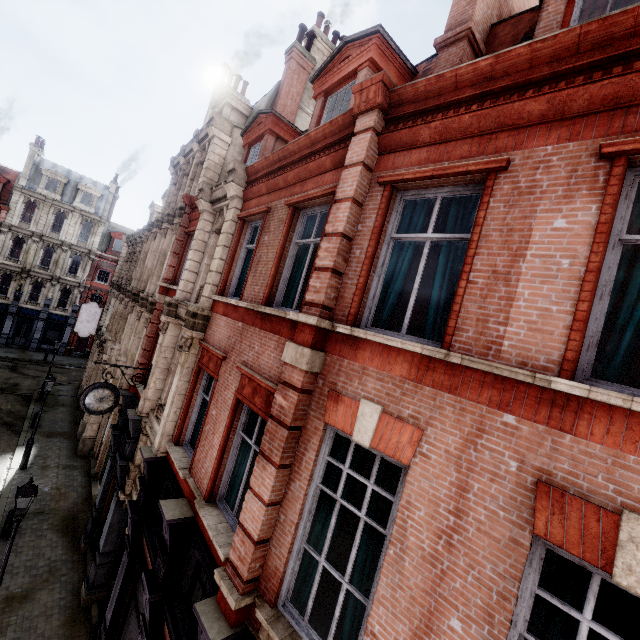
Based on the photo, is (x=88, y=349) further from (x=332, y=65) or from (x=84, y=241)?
(x=332, y=65)

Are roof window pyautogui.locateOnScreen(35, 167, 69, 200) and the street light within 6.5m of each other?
no

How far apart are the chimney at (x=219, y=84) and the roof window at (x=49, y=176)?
26.1m

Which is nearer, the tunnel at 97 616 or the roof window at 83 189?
the tunnel at 97 616

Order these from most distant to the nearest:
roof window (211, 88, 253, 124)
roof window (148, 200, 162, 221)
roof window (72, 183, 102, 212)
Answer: roof window (72, 183, 102, 212) → roof window (148, 200, 162, 221) → roof window (211, 88, 253, 124)

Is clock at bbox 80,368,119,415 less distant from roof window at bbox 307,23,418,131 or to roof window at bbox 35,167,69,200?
roof window at bbox 307,23,418,131

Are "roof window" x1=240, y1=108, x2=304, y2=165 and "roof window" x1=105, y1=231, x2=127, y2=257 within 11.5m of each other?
no

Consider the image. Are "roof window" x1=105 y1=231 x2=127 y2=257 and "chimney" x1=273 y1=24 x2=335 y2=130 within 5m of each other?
no
